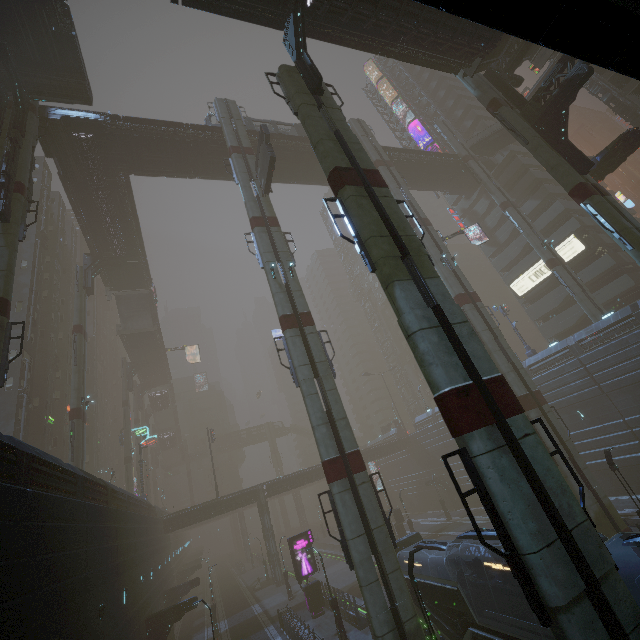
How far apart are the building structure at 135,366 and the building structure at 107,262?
23.7 meters

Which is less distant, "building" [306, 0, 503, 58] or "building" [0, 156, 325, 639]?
"building" [0, 156, 325, 639]

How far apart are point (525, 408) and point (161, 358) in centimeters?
5711cm

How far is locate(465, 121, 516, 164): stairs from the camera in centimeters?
4028cm

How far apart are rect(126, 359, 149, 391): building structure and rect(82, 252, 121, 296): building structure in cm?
2368

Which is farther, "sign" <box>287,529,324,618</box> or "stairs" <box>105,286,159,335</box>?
"stairs" <box>105,286,159,335</box>

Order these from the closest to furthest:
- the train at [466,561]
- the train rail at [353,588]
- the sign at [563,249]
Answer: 1. the train at [466,561]
2. the train rail at [353,588]
3. the sign at [563,249]

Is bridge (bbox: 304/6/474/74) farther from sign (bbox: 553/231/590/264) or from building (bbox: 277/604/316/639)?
sign (bbox: 553/231/590/264)
